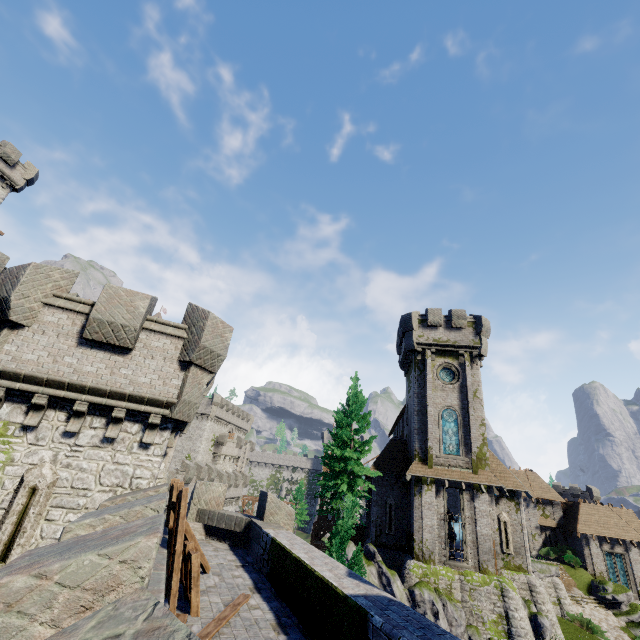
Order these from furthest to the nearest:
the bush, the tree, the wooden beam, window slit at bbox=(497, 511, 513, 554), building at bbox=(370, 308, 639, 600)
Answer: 1. the bush
2. window slit at bbox=(497, 511, 513, 554)
3. building at bbox=(370, 308, 639, 600)
4. the tree
5. the wooden beam

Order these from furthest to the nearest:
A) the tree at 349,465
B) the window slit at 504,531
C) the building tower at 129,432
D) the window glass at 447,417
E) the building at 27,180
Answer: the building at 27,180 < the window glass at 447,417 < the window slit at 504,531 < the tree at 349,465 < the building tower at 129,432

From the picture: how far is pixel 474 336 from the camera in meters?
29.6

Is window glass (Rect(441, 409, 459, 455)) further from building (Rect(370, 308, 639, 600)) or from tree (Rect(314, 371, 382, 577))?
tree (Rect(314, 371, 382, 577))

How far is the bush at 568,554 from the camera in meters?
35.7 m

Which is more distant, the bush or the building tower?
the bush

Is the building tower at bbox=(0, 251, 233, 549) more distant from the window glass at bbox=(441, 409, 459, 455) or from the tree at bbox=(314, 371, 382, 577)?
the window glass at bbox=(441, 409, 459, 455)

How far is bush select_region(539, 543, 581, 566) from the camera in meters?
35.7
